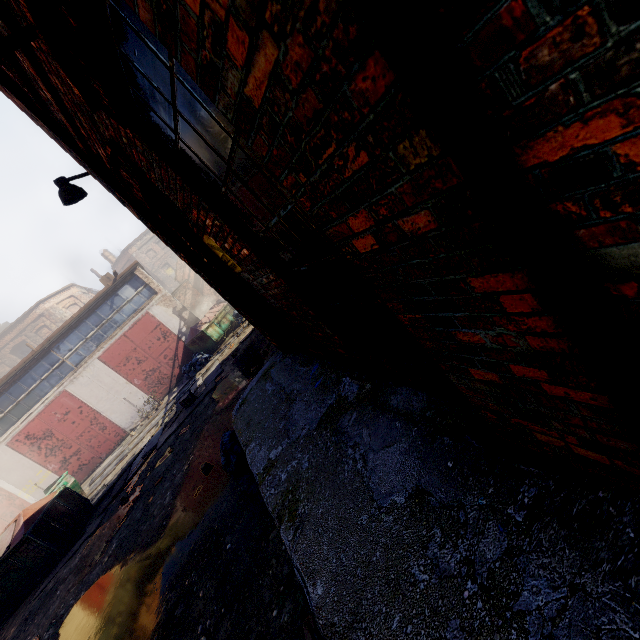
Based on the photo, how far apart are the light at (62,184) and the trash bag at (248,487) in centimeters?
382cm

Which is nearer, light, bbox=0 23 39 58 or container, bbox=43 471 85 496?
A: light, bbox=0 23 39 58

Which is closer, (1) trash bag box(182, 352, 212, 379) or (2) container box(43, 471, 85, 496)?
(2) container box(43, 471, 85, 496)

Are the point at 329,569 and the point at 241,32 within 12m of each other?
yes

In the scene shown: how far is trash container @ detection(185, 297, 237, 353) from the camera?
18.2 meters

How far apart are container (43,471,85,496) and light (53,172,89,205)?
13.31m

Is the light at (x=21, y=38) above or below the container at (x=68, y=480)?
above

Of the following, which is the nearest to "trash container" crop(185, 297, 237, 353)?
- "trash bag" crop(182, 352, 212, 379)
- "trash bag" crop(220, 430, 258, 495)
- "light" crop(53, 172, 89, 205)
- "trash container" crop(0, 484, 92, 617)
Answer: "trash bag" crop(182, 352, 212, 379)
